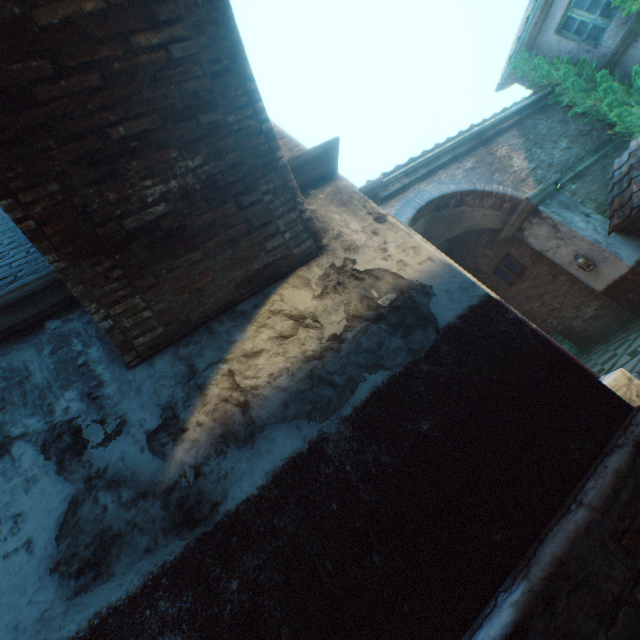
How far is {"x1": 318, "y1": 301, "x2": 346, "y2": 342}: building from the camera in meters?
2.9

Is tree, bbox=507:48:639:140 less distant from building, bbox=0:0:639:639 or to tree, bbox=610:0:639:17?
tree, bbox=610:0:639:17

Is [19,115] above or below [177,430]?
above

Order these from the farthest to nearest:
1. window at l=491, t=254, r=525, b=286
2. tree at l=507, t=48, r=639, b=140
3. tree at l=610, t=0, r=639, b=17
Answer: window at l=491, t=254, r=525, b=286
tree at l=507, t=48, r=639, b=140
tree at l=610, t=0, r=639, b=17

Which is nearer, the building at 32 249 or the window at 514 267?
the building at 32 249

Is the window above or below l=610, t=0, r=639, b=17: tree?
below

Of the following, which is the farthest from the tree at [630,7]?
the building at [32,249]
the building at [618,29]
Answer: the building at [32,249]

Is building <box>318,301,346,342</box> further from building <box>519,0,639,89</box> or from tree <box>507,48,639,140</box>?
building <box>519,0,639,89</box>
